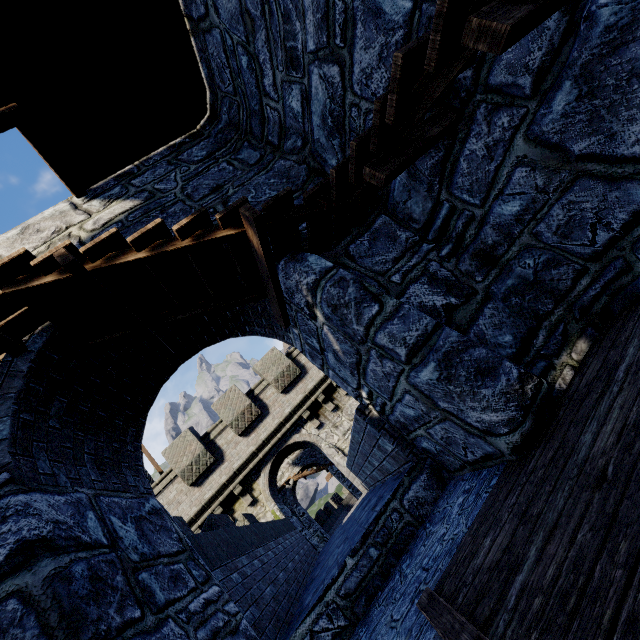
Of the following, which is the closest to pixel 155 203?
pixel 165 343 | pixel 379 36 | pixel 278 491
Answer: pixel 165 343
